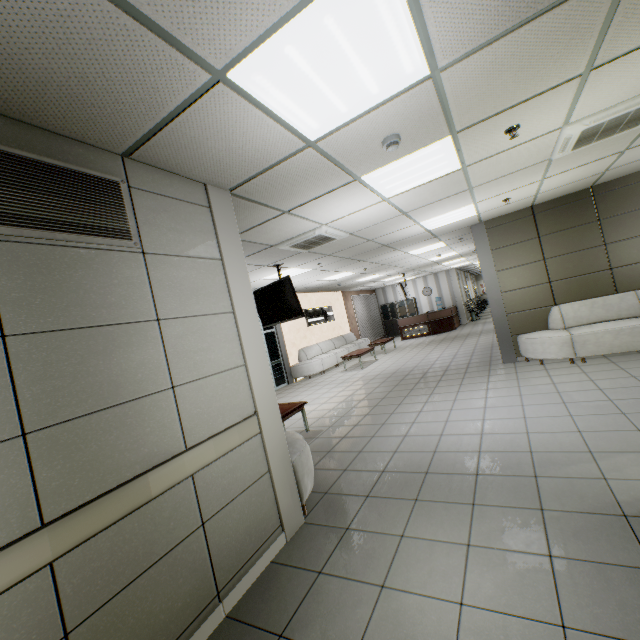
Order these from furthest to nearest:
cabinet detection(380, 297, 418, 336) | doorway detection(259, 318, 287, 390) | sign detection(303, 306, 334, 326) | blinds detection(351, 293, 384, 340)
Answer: cabinet detection(380, 297, 418, 336)
blinds detection(351, 293, 384, 340)
sign detection(303, 306, 334, 326)
doorway detection(259, 318, 287, 390)

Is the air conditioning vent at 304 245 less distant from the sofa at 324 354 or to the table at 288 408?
the table at 288 408

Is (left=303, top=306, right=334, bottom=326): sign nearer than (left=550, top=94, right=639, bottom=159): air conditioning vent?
No

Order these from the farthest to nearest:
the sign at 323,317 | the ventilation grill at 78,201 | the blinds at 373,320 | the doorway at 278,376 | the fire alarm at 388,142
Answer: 1. the blinds at 373,320
2. the sign at 323,317
3. the doorway at 278,376
4. the fire alarm at 388,142
5. the ventilation grill at 78,201

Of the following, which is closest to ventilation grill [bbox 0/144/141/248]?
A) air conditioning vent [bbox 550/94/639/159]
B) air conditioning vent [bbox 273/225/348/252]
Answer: air conditioning vent [bbox 273/225/348/252]

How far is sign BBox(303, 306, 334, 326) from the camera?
13.3m

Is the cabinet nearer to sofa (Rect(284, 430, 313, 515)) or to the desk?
the desk

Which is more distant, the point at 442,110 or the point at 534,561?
the point at 442,110
